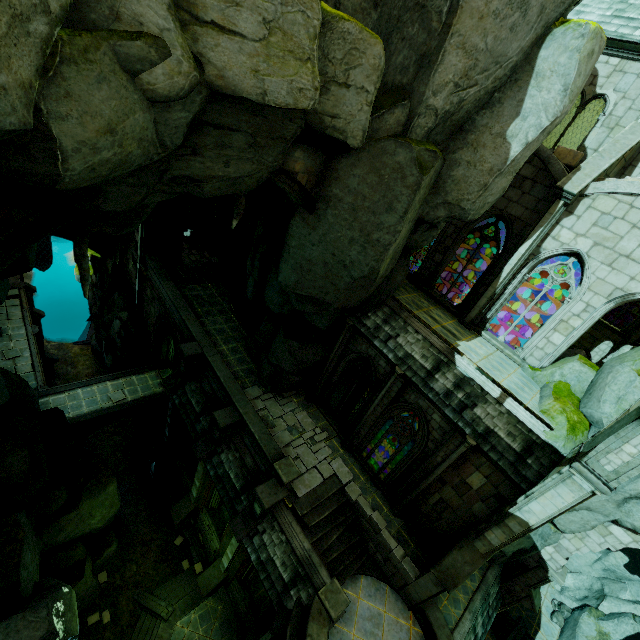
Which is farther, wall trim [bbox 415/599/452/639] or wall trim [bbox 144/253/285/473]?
wall trim [bbox 144/253/285/473]

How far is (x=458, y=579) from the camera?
11.3m

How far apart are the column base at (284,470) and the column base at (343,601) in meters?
3.4

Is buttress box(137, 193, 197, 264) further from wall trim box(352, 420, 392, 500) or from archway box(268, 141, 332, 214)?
archway box(268, 141, 332, 214)

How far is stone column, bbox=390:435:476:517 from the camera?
11.55m

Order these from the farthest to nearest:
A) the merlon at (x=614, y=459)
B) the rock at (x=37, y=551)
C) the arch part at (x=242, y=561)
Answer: the arch part at (x=242, y=561), the rock at (x=37, y=551), the merlon at (x=614, y=459)

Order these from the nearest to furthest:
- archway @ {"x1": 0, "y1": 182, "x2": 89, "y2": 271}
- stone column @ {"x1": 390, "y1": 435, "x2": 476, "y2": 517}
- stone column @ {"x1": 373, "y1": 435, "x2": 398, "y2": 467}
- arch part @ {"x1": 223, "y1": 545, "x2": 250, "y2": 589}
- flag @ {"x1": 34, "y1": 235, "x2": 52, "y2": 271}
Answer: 1. archway @ {"x1": 0, "y1": 182, "x2": 89, "y2": 271}
2. stone column @ {"x1": 390, "y1": 435, "x2": 476, "y2": 517}
3. arch part @ {"x1": 223, "y1": 545, "x2": 250, "y2": 589}
4. stone column @ {"x1": 373, "y1": 435, "x2": 398, "y2": 467}
5. flag @ {"x1": 34, "y1": 235, "x2": 52, "y2": 271}

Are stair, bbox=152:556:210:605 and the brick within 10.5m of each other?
no
